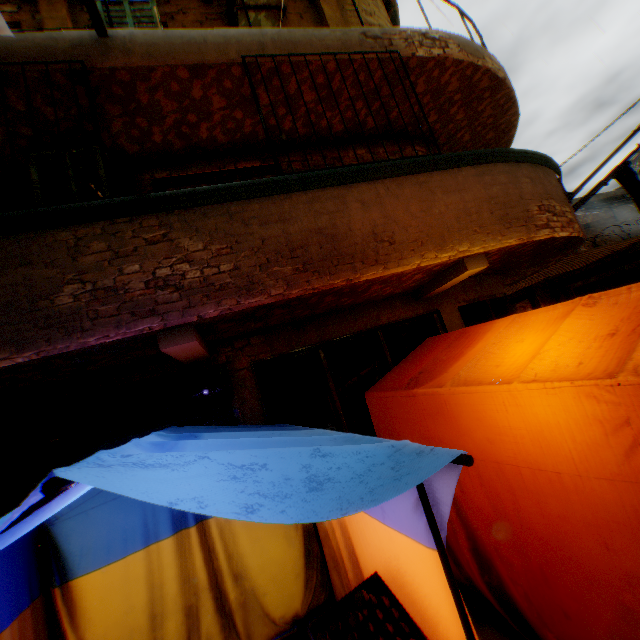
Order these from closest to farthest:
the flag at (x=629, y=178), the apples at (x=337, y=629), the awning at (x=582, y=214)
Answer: the apples at (x=337, y=629) → the flag at (x=629, y=178) → the awning at (x=582, y=214)

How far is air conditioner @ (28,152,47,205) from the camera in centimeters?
371cm

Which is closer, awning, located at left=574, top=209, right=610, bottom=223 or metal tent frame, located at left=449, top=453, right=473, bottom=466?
metal tent frame, located at left=449, top=453, right=473, bottom=466

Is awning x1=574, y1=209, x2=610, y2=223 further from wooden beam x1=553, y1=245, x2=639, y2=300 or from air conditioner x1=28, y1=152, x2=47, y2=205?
air conditioner x1=28, y1=152, x2=47, y2=205

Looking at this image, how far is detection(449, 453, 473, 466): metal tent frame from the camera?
1.2 meters

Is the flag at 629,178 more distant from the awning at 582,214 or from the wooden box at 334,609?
the wooden box at 334,609

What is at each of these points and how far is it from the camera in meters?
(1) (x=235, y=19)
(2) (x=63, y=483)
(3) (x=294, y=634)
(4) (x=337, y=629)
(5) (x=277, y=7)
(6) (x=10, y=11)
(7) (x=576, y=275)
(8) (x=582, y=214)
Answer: (1) air conditioner, 5.5
(2) metal tent frame, 0.8
(3) wooden box, 1.9
(4) apples, 1.8
(5) air conditioner, 5.4
(6) building, 5.0
(7) wooden beam, 13.8
(8) awning, 14.8

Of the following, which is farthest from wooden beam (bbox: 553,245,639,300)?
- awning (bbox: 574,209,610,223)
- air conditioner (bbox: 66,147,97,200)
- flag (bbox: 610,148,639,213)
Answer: air conditioner (bbox: 66,147,97,200)
